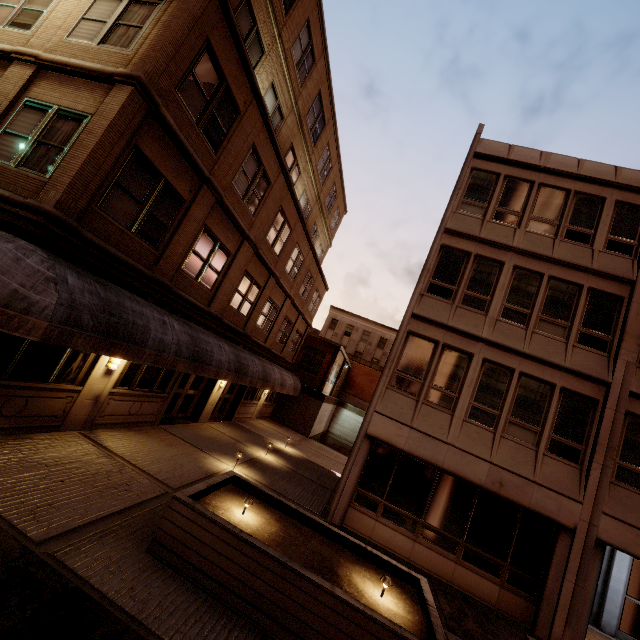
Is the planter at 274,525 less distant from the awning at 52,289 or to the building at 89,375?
the awning at 52,289

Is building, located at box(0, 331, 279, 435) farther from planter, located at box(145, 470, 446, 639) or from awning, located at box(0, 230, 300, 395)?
planter, located at box(145, 470, 446, 639)

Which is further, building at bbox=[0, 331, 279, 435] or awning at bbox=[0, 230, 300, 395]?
building at bbox=[0, 331, 279, 435]

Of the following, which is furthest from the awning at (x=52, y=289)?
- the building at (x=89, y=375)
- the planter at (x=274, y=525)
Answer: the planter at (x=274, y=525)

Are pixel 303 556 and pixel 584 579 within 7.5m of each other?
no

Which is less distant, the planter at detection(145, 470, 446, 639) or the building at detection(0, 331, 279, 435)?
the planter at detection(145, 470, 446, 639)
